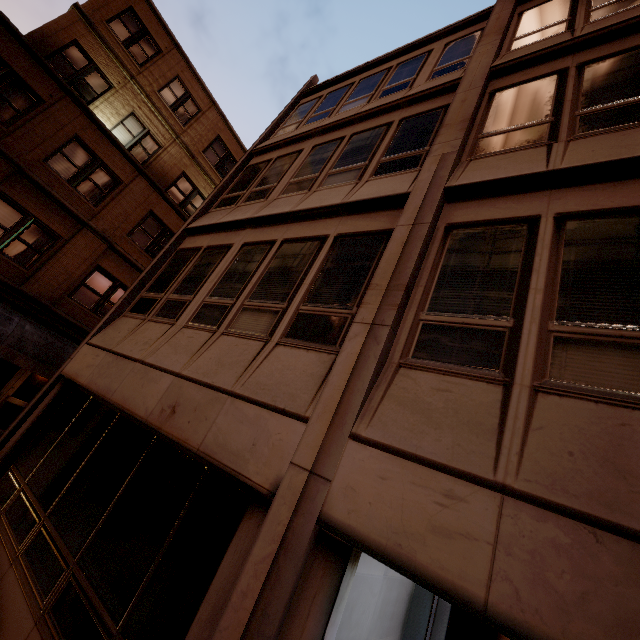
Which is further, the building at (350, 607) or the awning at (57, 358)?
the awning at (57, 358)

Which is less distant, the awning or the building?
the building

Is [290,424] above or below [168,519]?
above
